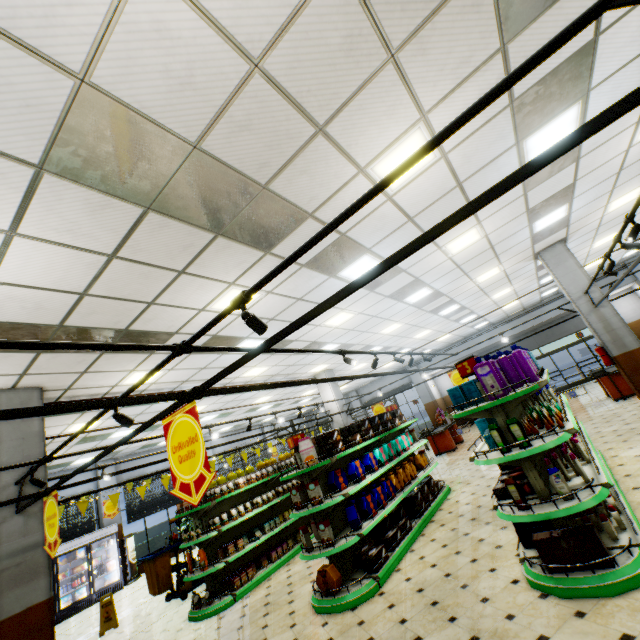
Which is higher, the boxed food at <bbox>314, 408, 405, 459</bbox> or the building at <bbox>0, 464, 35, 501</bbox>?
the building at <bbox>0, 464, 35, 501</bbox>

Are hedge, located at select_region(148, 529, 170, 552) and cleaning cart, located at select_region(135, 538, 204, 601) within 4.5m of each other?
no

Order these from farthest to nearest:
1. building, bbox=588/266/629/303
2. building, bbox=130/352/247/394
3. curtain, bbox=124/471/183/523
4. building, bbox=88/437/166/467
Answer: curtain, bbox=124/471/183/523, building, bbox=88/437/166/467, building, bbox=588/266/629/303, building, bbox=130/352/247/394

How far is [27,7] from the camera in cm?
188

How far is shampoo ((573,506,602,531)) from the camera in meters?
3.7 m

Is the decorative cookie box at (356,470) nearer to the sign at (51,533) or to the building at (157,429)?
the building at (157,429)

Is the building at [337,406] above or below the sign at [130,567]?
above

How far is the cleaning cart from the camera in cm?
782
